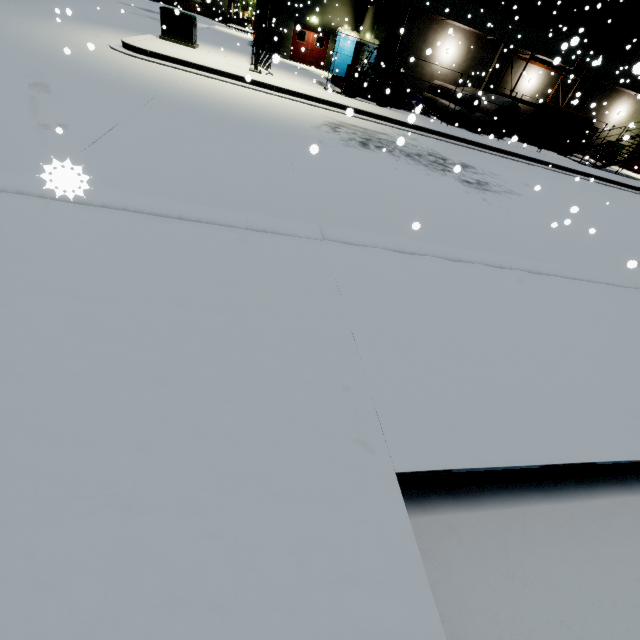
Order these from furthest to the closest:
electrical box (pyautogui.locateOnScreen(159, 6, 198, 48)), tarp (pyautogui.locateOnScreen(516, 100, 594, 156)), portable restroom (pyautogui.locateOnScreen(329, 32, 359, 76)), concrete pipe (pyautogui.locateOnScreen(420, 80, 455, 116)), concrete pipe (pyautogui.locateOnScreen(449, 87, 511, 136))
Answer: portable restroom (pyautogui.locateOnScreen(329, 32, 359, 76))
concrete pipe (pyautogui.locateOnScreen(420, 80, 455, 116))
concrete pipe (pyautogui.locateOnScreen(449, 87, 511, 136))
tarp (pyautogui.locateOnScreen(516, 100, 594, 156))
electrical box (pyautogui.locateOnScreen(159, 6, 198, 48))

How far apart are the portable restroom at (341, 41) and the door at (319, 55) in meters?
0.8

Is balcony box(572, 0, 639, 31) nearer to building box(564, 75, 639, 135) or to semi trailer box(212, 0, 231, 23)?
building box(564, 75, 639, 135)

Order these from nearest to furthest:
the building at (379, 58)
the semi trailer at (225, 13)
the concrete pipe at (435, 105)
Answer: the concrete pipe at (435, 105) → the building at (379, 58) → the semi trailer at (225, 13)

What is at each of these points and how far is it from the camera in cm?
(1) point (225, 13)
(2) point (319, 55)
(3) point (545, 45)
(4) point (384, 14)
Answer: (1) semi trailer, 5606
(2) door, 2678
(3) vent duct, 2072
(4) building, 2119

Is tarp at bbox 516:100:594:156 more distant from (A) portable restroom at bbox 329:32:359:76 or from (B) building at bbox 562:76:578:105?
(B) building at bbox 562:76:578:105

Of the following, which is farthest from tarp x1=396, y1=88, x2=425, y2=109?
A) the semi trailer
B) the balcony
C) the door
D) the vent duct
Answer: the semi trailer

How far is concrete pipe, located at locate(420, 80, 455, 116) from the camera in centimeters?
1959cm
